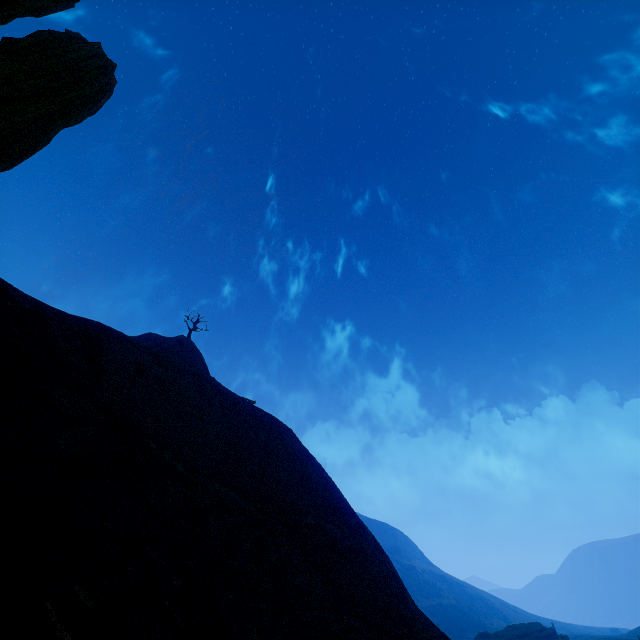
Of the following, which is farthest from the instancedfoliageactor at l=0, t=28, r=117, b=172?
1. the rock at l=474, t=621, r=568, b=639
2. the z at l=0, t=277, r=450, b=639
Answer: the rock at l=474, t=621, r=568, b=639

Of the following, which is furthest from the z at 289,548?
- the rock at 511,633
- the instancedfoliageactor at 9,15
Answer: the rock at 511,633

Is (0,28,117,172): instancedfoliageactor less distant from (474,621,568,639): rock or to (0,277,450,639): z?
(0,277,450,639): z

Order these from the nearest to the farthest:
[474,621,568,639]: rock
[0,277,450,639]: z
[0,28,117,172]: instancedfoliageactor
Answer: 1. [0,28,117,172]: instancedfoliageactor
2. [0,277,450,639]: z
3. [474,621,568,639]: rock

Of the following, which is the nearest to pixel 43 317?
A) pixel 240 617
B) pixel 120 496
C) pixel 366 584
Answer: pixel 120 496

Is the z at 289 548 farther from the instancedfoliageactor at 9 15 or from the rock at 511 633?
the rock at 511 633
